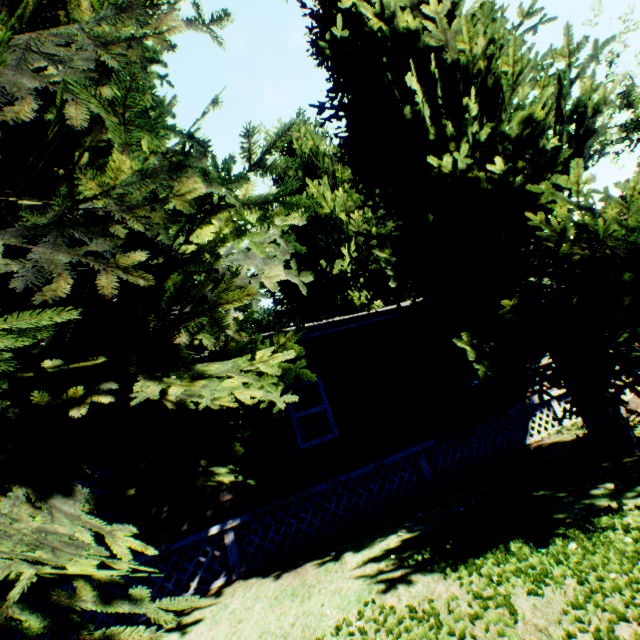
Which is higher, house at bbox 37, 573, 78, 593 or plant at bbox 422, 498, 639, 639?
house at bbox 37, 573, 78, 593

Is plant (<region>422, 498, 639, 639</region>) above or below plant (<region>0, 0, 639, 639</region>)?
below

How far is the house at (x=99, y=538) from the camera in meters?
6.4 m

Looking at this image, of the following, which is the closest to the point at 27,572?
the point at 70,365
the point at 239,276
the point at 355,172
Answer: the point at 70,365

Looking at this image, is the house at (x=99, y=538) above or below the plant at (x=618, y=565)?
above

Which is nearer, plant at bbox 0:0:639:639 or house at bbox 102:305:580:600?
plant at bbox 0:0:639:639
